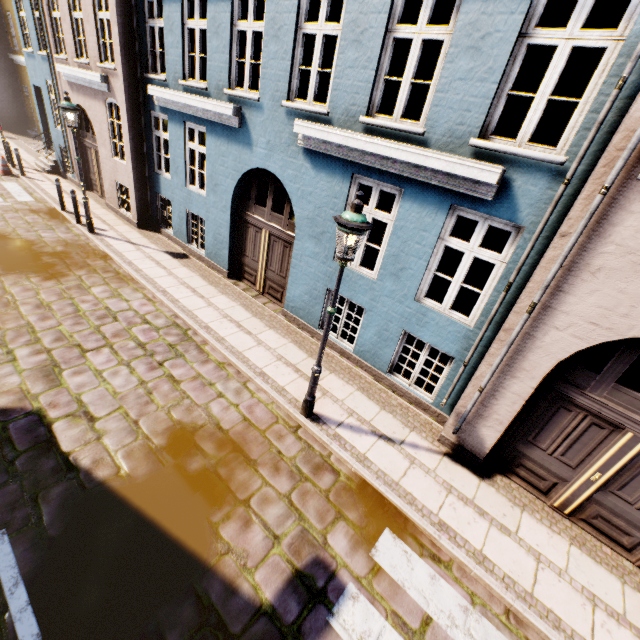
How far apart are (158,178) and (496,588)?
13.1m

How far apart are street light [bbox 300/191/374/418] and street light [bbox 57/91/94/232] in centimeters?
974cm

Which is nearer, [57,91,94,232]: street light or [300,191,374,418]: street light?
[300,191,374,418]: street light

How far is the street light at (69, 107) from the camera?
8.75m

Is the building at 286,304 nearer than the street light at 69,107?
Yes

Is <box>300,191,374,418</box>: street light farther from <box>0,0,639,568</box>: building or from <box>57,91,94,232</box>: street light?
<box>57,91,94,232</box>: street light

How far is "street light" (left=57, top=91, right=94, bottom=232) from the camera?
8.8 meters

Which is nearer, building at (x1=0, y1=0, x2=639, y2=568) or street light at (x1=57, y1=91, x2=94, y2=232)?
building at (x1=0, y1=0, x2=639, y2=568)
